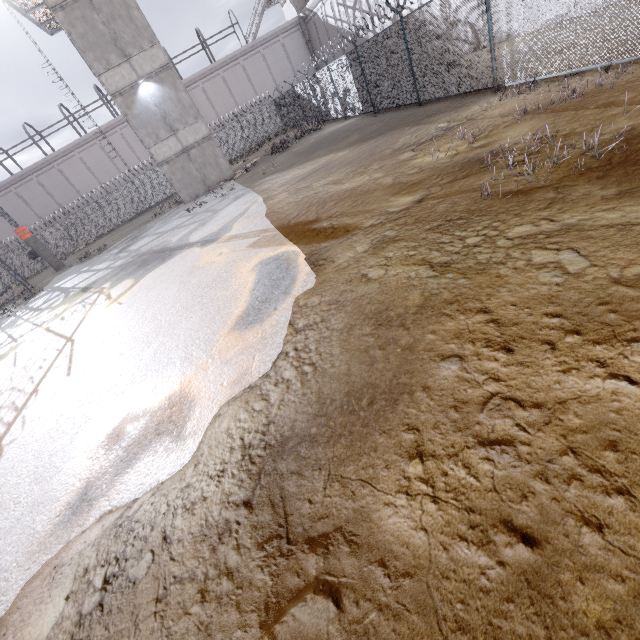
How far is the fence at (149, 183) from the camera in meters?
30.8

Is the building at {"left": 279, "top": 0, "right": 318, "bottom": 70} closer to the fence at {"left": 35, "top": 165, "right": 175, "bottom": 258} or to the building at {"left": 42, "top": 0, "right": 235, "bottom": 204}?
the fence at {"left": 35, "top": 165, "right": 175, "bottom": 258}

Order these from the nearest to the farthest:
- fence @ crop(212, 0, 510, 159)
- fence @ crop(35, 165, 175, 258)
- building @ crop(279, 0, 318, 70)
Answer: fence @ crop(212, 0, 510, 159)
fence @ crop(35, 165, 175, 258)
building @ crop(279, 0, 318, 70)

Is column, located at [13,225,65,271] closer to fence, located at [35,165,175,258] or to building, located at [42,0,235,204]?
fence, located at [35,165,175,258]

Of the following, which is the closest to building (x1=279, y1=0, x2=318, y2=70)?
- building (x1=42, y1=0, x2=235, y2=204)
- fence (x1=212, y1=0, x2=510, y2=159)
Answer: fence (x1=212, y1=0, x2=510, y2=159)

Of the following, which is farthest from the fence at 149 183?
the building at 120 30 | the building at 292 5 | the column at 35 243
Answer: the building at 292 5

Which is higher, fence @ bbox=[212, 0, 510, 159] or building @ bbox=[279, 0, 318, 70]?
building @ bbox=[279, 0, 318, 70]

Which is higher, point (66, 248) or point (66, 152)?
point (66, 152)
